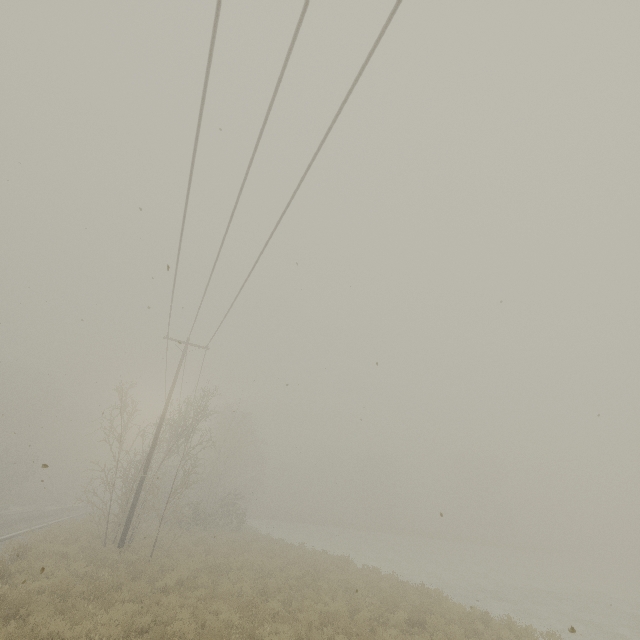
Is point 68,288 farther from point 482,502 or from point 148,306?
point 482,502
